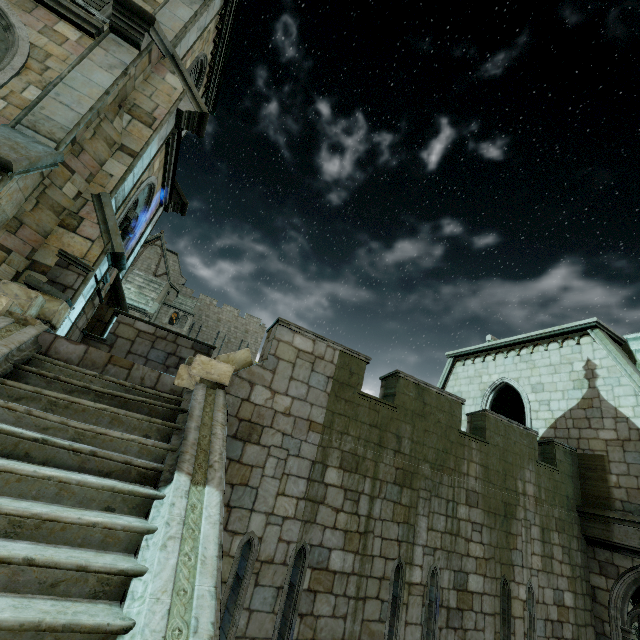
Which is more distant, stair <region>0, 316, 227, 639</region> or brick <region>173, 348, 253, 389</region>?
brick <region>173, 348, 253, 389</region>

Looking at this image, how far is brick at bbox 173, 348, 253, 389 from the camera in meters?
5.4 m

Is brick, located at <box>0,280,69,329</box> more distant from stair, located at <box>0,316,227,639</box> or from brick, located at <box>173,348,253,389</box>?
brick, located at <box>173,348,253,389</box>

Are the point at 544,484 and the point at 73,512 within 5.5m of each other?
no

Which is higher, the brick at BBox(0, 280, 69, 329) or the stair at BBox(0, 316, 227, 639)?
the brick at BBox(0, 280, 69, 329)

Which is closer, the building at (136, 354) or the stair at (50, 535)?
the stair at (50, 535)

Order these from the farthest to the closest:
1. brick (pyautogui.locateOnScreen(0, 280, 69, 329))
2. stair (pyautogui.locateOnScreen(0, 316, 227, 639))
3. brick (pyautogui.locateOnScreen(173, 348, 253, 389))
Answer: brick (pyautogui.locateOnScreen(173, 348, 253, 389)) < brick (pyautogui.locateOnScreen(0, 280, 69, 329)) < stair (pyautogui.locateOnScreen(0, 316, 227, 639))

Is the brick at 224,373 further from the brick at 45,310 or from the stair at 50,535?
the brick at 45,310
